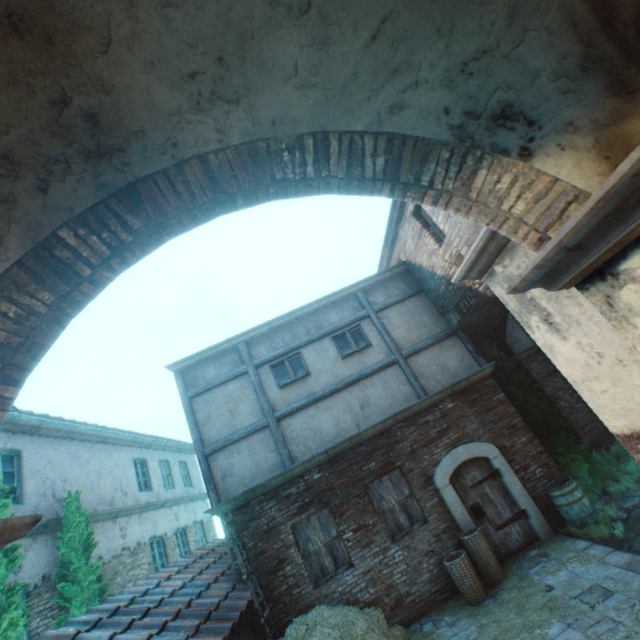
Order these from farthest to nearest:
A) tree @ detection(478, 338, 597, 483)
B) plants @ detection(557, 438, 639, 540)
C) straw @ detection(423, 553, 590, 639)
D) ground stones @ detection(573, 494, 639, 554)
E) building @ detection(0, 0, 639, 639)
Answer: tree @ detection(478, 338, 597, 483) < plants @ detection(557, 438, 639, 540) < ground stones @ detection(573, 494, 639, 554) < straw @ detection(423, 553, 590, 639) < building @ detection(0, 0, 639, 639)

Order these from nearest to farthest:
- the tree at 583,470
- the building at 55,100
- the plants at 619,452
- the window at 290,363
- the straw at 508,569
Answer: the building at 55,100 < the straw at 508,569 < the plants at 619,452 < the tree at 583,470 < the window at 290,363

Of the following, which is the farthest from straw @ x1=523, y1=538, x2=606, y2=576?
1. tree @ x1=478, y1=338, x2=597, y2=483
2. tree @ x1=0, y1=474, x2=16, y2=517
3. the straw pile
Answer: tree @ x1=0, y1=474, x2=16, y2=517

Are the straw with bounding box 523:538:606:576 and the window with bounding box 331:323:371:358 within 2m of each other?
no

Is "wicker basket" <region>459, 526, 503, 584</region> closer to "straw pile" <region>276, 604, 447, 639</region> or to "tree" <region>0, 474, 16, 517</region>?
"straw pile" <region>276, 604, 447, 639</region>

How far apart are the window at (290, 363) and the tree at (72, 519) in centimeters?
546cm

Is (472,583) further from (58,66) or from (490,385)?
(58,66)

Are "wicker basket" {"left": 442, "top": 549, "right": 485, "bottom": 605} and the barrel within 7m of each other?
yes
